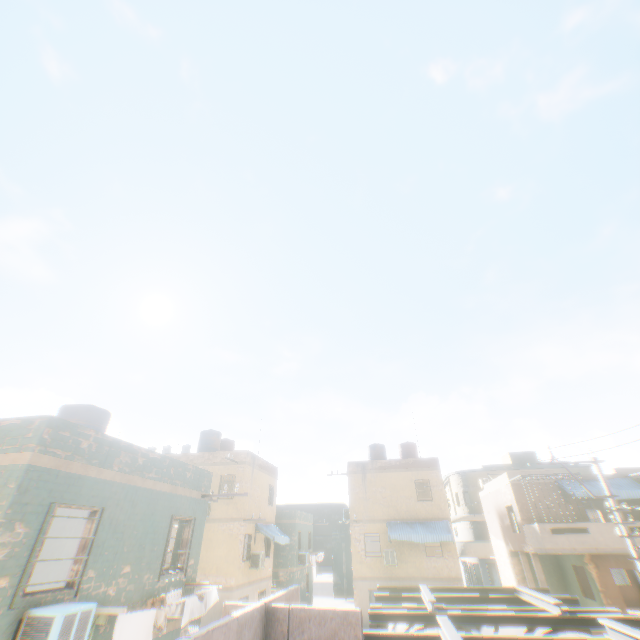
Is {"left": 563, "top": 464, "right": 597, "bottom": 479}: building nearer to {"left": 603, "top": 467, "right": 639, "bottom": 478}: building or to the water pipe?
the water pipe

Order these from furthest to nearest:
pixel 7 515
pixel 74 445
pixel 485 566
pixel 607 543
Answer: pixel 485 566
pixel 607 543
pixel 74 445
pixel 7 515

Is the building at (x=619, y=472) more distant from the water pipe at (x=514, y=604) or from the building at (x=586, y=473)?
the water pipe at (x=514, y=604)

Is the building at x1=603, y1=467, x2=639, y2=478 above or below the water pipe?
above

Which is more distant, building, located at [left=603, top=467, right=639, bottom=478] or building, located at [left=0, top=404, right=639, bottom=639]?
building, located at [left=603, top=467, right=639, bottom=478]
